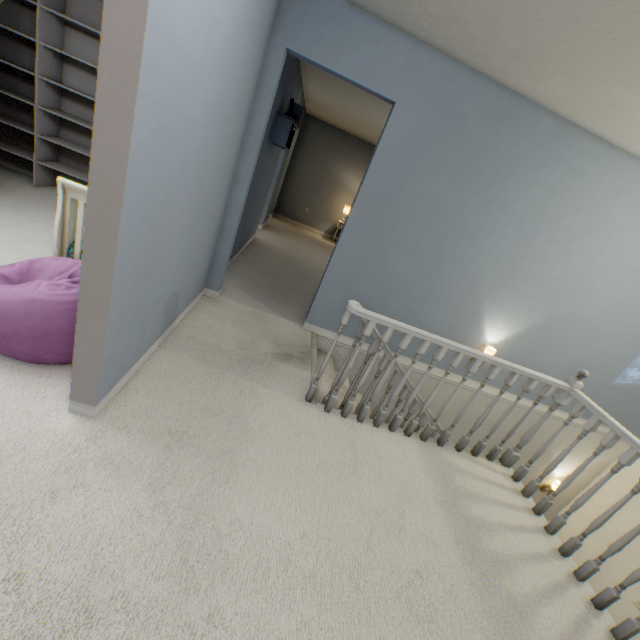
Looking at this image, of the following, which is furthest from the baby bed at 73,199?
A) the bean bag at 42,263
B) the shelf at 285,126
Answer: the shelf at 285,126

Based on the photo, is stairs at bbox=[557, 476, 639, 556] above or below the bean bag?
below

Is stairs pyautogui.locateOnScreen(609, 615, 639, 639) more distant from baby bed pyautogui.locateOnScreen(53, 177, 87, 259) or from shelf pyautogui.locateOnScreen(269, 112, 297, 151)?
shelf pyautogui.locateOnScreen(269, 112, 297, 151)

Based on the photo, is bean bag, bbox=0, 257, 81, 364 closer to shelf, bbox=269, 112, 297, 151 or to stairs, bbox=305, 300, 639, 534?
stairs, bbox=305, 300, 639, 534

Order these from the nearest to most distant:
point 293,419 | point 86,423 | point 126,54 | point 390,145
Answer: point 126,54 < point 86,423 < point 293,419 < point 390,145

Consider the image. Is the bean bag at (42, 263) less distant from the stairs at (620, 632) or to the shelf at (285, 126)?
the stairs at (620, 632)

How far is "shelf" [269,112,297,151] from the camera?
3.7 meters

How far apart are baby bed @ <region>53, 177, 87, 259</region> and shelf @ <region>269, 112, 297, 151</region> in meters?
1.1 m
